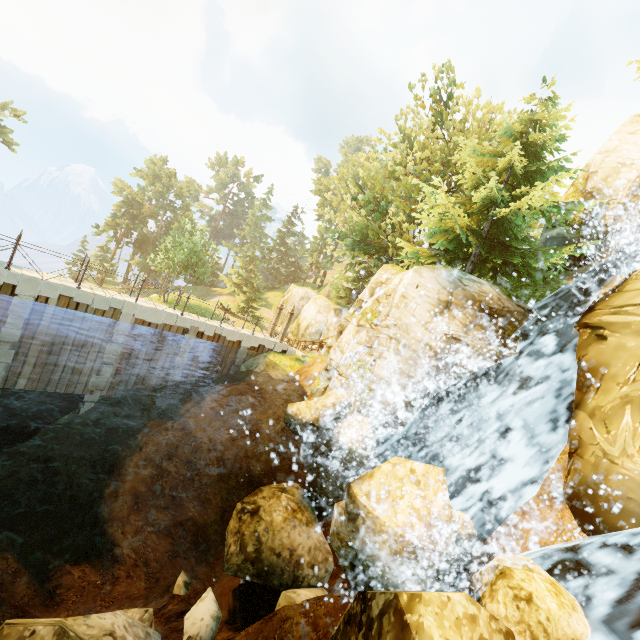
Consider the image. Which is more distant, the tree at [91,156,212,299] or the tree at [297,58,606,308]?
the tree at [91,156,212,299]

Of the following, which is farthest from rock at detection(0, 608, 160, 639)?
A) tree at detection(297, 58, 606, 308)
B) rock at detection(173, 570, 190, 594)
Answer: tree at detection(297, 58, 606, 308)

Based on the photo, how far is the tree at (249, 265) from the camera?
43.4 meters

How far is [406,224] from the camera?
21.86m

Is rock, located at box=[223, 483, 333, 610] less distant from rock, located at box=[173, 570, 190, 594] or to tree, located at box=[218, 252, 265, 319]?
rock, located at box=[173, 570, 190, 594]

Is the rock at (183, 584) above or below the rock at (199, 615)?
below

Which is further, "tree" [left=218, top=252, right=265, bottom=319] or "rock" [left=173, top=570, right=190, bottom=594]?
"tree" [left=218, top=252, right=265, bottom=319]

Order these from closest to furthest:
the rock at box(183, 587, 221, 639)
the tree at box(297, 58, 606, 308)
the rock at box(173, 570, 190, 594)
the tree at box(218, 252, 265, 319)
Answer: the rock at box(183, 587, 221, 639)
the rock at box(173, 570, 190, 594)
the tree at box(297, 58, 606, 308)
the tree at box(218, 252, 265, 319)
